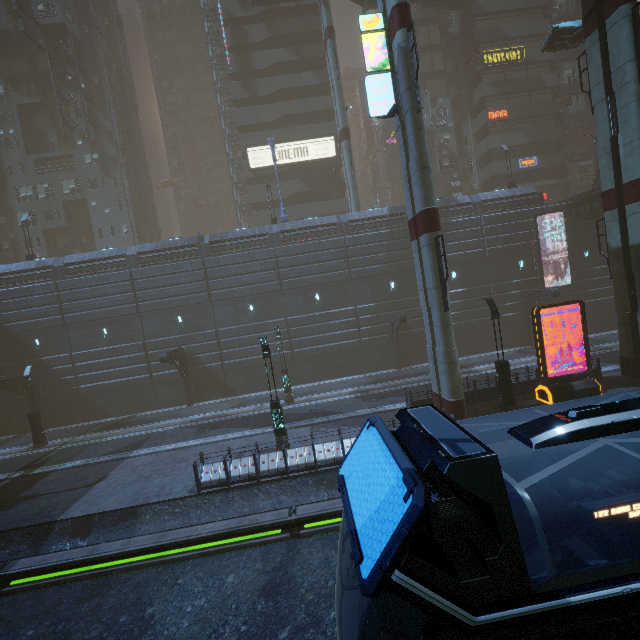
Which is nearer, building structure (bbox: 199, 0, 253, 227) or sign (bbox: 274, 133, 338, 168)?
sign (bbox: 274, 133, 338, 168)

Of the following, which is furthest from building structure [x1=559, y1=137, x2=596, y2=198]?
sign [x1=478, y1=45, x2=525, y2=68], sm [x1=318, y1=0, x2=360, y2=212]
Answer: sm [x1=318, y1=0, x2=360, y2=212]

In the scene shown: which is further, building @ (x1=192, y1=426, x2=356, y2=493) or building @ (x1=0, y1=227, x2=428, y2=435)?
building @ (x1=0, y1=227, x2=428, y2=435)

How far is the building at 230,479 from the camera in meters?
13.0

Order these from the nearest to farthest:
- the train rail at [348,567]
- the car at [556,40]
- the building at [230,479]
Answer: the train rail at [348,567]
the building at [230,479]
the car at [556,40]

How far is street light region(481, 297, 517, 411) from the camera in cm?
1559

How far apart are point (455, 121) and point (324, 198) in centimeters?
1900cm

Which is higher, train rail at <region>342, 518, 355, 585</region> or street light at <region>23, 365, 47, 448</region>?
street light at <region>23, 365, 47, 448</region>
